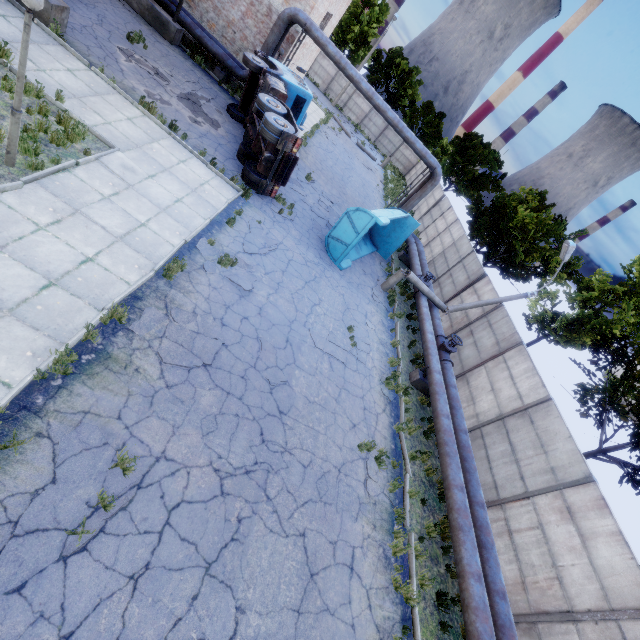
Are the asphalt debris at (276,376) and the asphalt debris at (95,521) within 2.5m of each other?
no

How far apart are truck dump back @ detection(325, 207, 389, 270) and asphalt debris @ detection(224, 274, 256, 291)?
5.1 meters

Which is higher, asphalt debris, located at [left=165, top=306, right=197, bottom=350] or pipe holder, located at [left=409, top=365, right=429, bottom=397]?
pipe holder, located at [left=409, top=365, right=429, bottom=397]

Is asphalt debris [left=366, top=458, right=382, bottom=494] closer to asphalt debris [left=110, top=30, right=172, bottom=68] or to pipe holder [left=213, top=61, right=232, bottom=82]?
asphalt debris [left=110, top=30, right=172, bottom=68]

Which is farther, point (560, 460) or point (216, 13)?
point (216, 13)

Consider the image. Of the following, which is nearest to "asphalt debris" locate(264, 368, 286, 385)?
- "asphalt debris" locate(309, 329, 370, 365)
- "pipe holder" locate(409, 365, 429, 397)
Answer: "asphalt debris" locate(309, 329, 370, 365)

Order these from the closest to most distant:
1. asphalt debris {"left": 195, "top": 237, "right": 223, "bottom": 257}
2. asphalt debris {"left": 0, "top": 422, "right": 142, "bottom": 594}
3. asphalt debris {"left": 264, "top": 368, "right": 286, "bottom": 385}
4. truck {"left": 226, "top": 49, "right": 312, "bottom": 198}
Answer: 1. asphalt debris {"left": 0, "top": 422, "right": 142, "bottom": 594}
2. asphalt debris {"left": 264, "top": 368, "right": 286, "bottom": 385}
3. asphalt debris {"left": 195, "top": 237, "right": 223, "bottom": 257}
4. truck {"left": 226, "top": 49, "right": 312, "bottom": 198}

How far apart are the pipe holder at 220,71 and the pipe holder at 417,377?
18.9 meters
